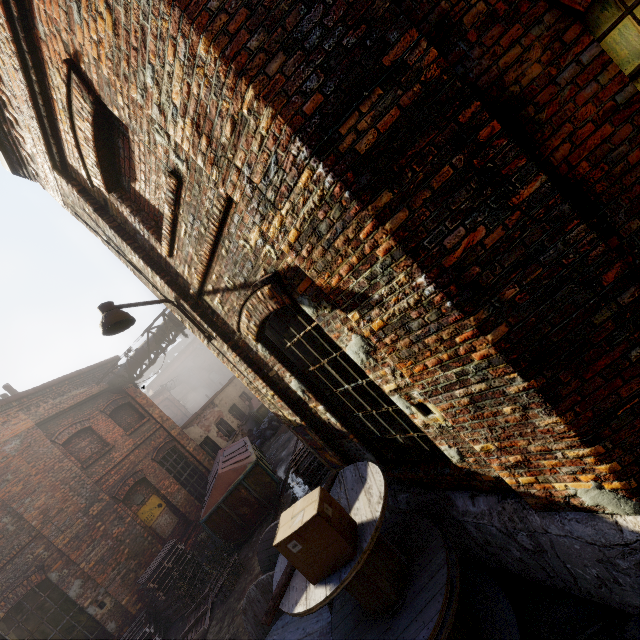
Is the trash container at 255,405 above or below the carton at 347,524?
below

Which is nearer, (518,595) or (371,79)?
(371,79)

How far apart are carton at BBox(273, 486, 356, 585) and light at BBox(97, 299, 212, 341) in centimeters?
269cm

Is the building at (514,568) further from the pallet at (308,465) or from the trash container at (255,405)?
the trash container at (255,405)

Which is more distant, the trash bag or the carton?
the trash bag

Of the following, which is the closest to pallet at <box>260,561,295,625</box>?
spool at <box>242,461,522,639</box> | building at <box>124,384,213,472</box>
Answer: spool at <box>242,461,522,639</box>

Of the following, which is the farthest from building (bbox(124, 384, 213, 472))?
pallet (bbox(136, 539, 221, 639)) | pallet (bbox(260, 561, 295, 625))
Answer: pallet (bbox(260, 561, 295, 625))

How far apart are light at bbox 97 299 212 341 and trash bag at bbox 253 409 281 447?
13.10m
